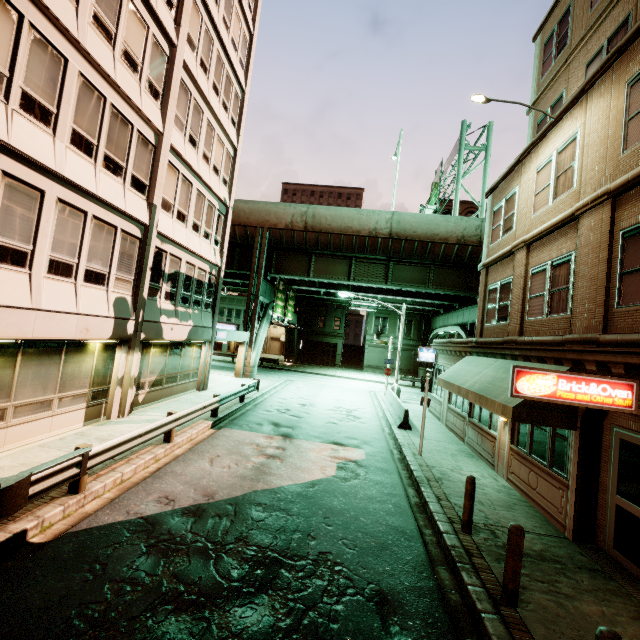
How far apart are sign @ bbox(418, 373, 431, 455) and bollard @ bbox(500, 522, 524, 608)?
6.8 meters

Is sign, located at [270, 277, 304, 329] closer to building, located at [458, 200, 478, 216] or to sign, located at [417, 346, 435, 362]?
sign, located at [417, 346, 435, 362]

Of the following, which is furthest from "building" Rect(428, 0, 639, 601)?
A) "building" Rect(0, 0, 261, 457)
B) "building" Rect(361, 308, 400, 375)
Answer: "building" Rect(361, 308, 400, 375)

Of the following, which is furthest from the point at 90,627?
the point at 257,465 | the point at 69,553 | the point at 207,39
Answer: the point at 207,39

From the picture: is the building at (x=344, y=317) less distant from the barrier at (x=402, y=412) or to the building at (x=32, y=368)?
the building at (x=32, y=368)

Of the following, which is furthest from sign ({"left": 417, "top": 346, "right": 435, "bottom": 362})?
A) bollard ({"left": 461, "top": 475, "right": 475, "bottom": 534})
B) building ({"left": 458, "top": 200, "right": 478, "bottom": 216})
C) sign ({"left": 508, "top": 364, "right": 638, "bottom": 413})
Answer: building ({"left": 458, "top": 200, "right": 478, "bottom": 216})

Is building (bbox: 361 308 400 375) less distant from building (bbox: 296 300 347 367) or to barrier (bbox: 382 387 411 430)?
building (bbox: 296 300 347 367)

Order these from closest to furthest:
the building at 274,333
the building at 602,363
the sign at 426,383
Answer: the building at 602,363, the sign at 426,383, the building at 274,333
